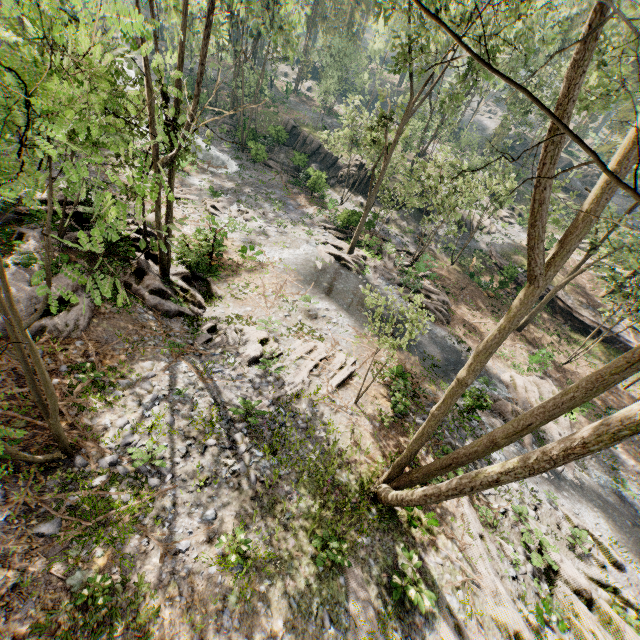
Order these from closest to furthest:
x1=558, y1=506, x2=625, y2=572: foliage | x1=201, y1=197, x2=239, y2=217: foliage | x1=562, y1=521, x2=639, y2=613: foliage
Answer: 1. x1=562, y1=521, x2=639, y2=613: foliage
2. x1=558, y1=506, x2=625, y2=572: foliage
3. x1=201, y1=197, x2=239, y2=217: foliage

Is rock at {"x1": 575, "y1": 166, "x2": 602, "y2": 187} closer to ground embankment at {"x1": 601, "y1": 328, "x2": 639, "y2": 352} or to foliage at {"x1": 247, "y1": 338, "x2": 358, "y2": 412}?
foliage at {"x1": 247, "y1": 338, "x2": 358, "y2": 412}

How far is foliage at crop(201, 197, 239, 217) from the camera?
23.8m

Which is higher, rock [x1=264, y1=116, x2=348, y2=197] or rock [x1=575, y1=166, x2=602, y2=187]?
rock [x1=575, y1=166, x2=602, y2=187]

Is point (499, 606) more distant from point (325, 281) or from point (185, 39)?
point (185, 39)

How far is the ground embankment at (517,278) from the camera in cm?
2839

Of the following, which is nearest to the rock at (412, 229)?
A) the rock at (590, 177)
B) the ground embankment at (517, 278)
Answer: the ground embankment at (517, 278)
